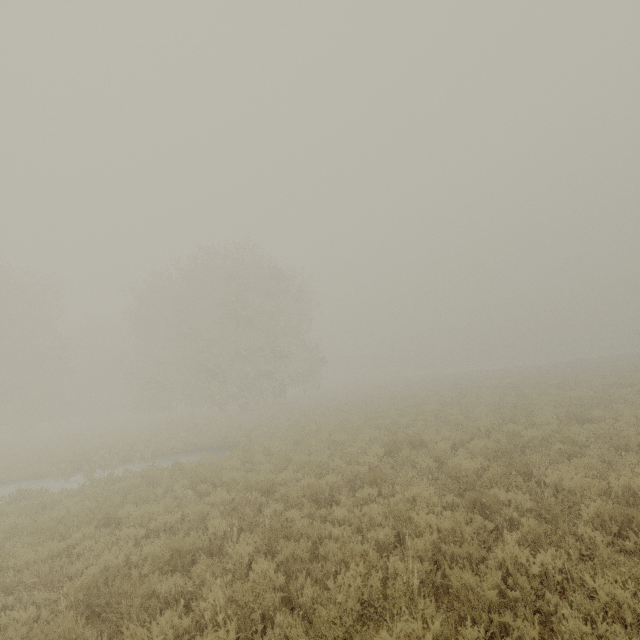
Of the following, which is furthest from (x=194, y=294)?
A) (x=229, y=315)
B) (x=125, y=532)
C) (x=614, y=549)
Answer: (x=614, y=549)
